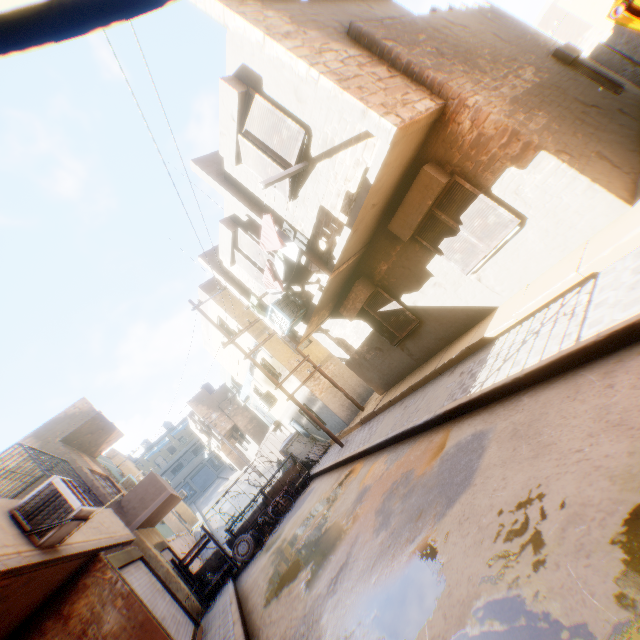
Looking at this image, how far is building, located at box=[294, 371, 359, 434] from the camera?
14.64m

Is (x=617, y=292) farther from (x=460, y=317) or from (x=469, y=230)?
(x=460, y=317)

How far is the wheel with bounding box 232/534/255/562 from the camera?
12.9 meters

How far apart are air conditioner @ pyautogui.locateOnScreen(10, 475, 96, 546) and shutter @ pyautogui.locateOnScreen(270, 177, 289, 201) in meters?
7.0 m

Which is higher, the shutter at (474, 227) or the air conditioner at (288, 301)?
the air conditioner at (288, 301)

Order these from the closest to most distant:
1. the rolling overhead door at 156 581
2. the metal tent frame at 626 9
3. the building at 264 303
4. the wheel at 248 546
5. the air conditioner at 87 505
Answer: the metal tent frame at 626 9
the air conditioner at 87 505
the rolling overhead door at 156 581
the building at 264 303
the wheel at 248 546

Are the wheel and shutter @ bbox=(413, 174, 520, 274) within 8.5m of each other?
no

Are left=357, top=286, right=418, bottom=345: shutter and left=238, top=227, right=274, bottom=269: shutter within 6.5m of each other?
yes
